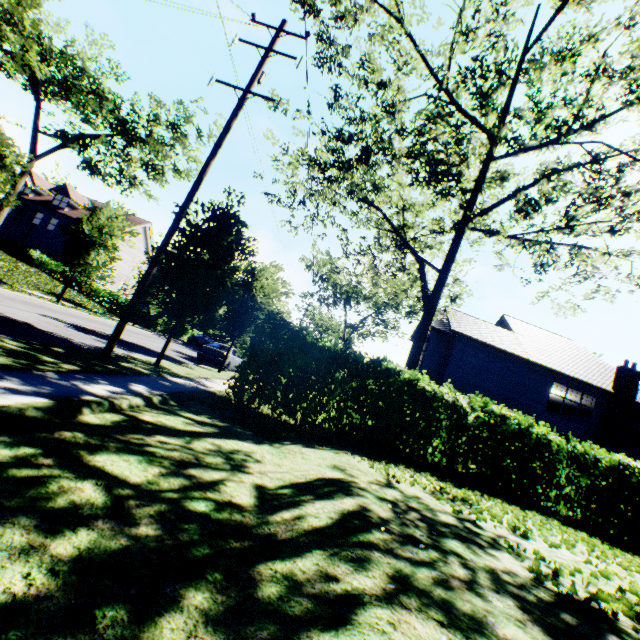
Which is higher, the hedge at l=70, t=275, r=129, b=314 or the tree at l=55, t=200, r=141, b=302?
the tree at l=55, t=200, r=141, b=302

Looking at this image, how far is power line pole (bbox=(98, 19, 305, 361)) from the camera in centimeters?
861cm

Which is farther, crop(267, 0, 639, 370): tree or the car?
the car

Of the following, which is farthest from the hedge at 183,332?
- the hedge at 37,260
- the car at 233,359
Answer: the car at 233,359

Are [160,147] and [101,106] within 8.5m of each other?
yes

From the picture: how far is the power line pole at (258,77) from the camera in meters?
8.6

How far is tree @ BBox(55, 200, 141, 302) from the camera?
18.7 meters

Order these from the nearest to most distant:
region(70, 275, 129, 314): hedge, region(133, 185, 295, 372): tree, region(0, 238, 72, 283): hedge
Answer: region(133, 185, 295, 372): tree → region(70, 275, 129, 314): hedge → region(0, 238, 72, 283): hedge
